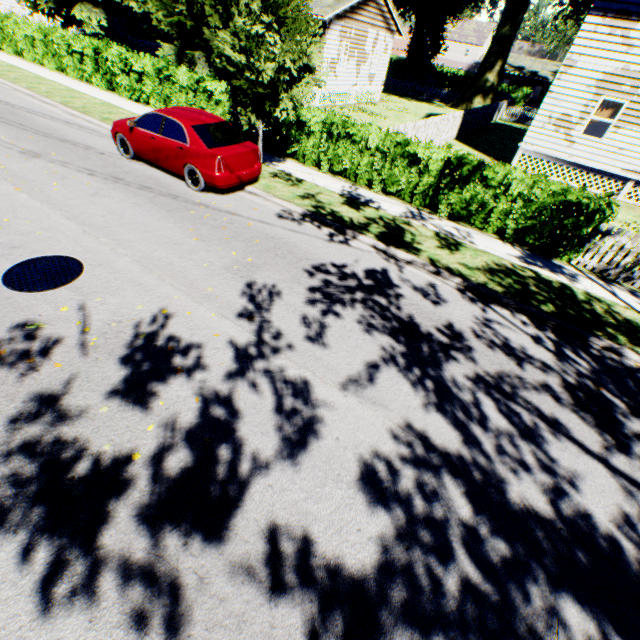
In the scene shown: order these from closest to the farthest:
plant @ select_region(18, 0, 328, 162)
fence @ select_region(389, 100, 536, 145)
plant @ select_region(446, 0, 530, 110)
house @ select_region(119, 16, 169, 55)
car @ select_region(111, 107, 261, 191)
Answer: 1. plant @ select_region(18, 0, 328, 162)
2. car @ select_region(111, 107, 261, 191)
3. fence @ select_region(389, 100, 536, 145)
4. house @ select_region(119, 16, 169, 55)
5. plant @ select_region(446, 0, 530, 110)

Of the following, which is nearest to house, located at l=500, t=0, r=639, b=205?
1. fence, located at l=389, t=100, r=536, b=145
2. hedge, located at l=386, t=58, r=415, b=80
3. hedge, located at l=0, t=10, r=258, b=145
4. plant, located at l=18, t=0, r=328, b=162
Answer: plant, located at l=18, t=0, r=328, b=162

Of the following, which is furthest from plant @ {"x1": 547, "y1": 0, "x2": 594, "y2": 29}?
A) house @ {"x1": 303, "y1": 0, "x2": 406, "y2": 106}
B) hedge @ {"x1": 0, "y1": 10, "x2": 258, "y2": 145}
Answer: hedge @ {"x1": 0, "y1": 10, "x2": 258, "y2": 145}

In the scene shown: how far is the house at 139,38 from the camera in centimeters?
2630cm

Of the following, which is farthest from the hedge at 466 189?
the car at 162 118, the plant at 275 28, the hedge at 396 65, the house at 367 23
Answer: the hedge at 396 65

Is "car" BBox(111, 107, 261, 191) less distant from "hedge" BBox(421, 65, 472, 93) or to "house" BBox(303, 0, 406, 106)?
"house" BBox(303, 0, 406, 106)

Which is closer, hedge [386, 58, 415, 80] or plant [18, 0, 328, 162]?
plant [18, 0, 328, 162]

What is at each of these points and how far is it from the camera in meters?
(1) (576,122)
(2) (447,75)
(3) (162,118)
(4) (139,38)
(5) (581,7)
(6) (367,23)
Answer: (1) house, 14.8
(2) hedge, 46.7
(3) car, 8.6
(4) house, 27.2
(5) plant, 28.3
(6) house, 22.3
